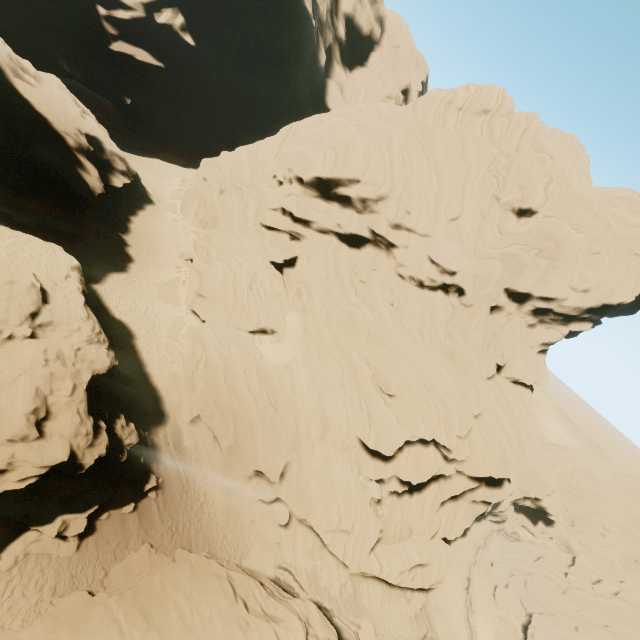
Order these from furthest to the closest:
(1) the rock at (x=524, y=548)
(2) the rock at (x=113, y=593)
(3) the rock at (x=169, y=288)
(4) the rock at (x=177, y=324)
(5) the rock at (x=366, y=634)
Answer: (1) the rock at (x=524, y=548)
(3) the rock at (x=169, y=288)
(4) the rock at (x=177, y=324)
(5) the rock at (x=366, y=634)
(2) the rock at (x=113, y=593)

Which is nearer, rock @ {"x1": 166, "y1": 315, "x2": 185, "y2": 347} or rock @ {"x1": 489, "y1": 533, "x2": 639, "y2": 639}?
rock @ {"x1": 166, "y1": 315, "x2": 185, "y2": 347}

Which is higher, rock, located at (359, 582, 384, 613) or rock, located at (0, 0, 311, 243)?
rock, located at (0, 0, 311, 243)

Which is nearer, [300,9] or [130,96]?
[130,96]

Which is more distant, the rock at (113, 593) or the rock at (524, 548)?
the rock at (524, 548)
